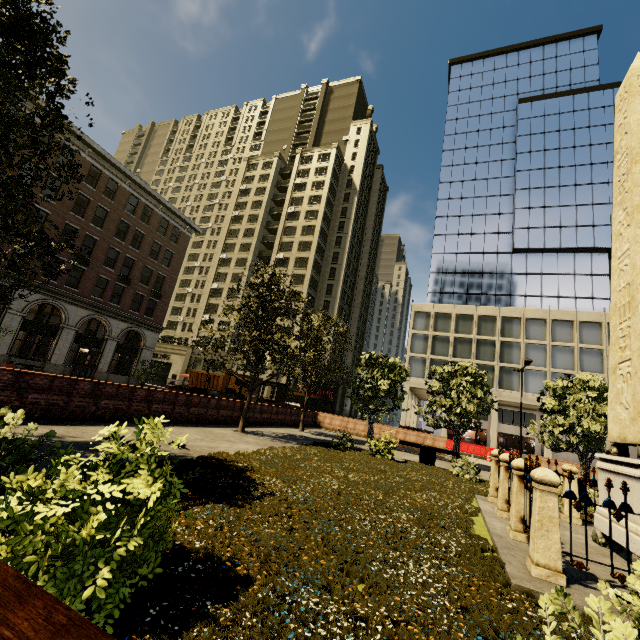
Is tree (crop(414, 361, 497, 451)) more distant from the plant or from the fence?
the fence

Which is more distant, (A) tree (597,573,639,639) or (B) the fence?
(B) the fence

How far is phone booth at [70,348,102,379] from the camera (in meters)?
27.86

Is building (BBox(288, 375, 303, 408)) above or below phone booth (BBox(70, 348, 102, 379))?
above

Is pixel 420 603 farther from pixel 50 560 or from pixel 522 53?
pixel 522 53

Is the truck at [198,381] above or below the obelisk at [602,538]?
above

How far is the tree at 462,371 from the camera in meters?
18.0

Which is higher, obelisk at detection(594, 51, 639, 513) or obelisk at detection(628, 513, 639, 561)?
obelisk at detection(594, 51, 639, 513)
